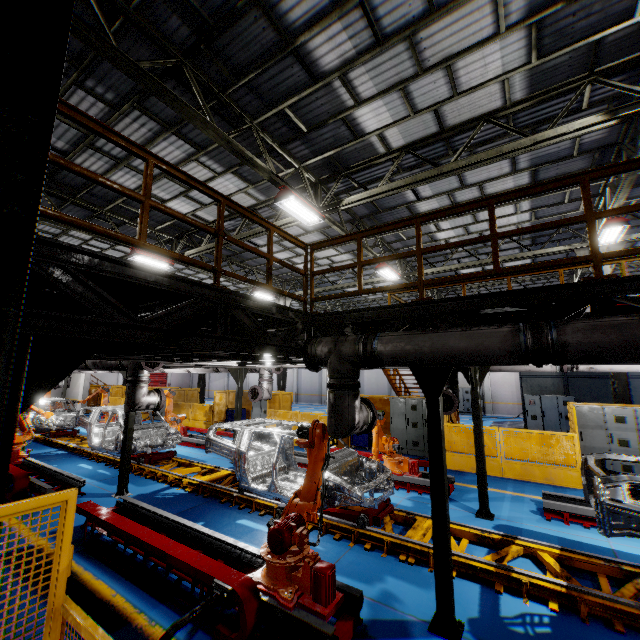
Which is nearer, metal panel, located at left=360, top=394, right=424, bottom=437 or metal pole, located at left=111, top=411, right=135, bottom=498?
metal pole, located at left=111, top=411, right=135, bottom=498

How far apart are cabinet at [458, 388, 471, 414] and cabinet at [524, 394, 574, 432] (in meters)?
Result: 9.51

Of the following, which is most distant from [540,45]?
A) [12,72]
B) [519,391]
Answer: [519,391]

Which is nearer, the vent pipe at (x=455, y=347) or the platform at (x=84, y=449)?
the vent pipe at (x=455, y=347)

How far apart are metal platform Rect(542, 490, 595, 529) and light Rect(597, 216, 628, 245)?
7.39m

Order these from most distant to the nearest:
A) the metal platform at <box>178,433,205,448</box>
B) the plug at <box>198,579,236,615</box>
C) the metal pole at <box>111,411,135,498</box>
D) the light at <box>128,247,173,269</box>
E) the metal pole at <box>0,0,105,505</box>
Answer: the metal platform at <box>178,433,205,448</box>, the light at <box>128,247,173,269</box>, the metal pole at <box>111,411,135,498</box>, the plug at <box>198,579,236,615</box>, the metal pole at <box>0,0,105,505</box>

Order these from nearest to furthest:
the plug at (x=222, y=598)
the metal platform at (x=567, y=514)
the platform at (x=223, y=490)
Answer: the plug at (x=222, y=598) < the metal platform at (x=567, y=514) < the platform at (x=223, y=490)

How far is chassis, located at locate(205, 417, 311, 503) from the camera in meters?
7.2
